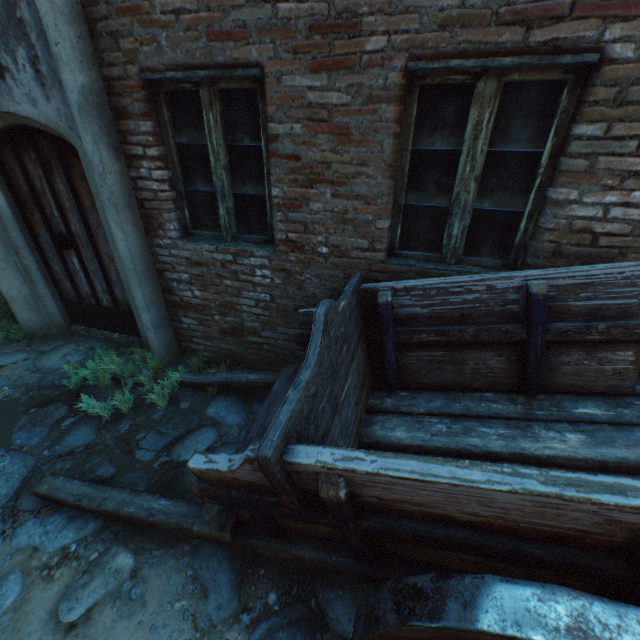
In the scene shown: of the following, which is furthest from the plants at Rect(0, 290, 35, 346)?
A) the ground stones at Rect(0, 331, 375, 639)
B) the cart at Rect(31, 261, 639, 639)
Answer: the cart at Rect(31, 261, 639, 639)

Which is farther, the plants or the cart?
the plants

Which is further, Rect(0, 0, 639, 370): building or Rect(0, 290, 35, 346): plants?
Rect(0, 290, 35, 346): plants

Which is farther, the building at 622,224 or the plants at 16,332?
the plants at 16,332

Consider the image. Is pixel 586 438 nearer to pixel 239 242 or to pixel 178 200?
pixel 239 242

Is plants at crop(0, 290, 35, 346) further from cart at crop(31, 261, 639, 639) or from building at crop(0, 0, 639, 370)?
cart at crop(31, 261, 639, 639)

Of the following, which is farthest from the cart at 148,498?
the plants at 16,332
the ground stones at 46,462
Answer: the plants at 16,332

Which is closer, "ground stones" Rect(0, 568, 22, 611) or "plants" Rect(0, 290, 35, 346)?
"ground stones" Rect(0, 568, 22, 611)
